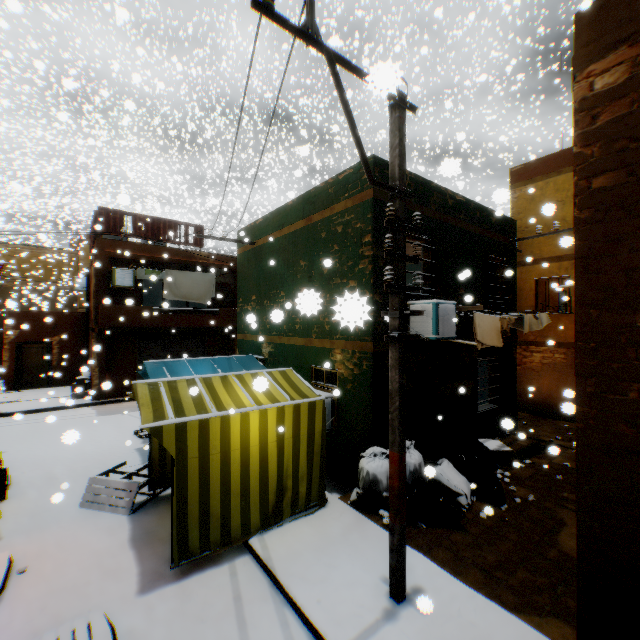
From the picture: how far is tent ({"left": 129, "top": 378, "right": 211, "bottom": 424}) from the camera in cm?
494

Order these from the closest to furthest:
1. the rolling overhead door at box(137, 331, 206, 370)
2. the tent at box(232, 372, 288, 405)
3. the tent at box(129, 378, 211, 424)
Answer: the tent at box(232, 372, 288, 405)
the tent at box(129, 378, 211, 424)
the rolling overhead door at box(137, 331, 206, 370)

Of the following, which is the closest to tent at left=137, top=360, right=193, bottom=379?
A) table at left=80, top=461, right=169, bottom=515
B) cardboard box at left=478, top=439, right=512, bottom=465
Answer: table at left=80, top=461, right=169, bottom=515

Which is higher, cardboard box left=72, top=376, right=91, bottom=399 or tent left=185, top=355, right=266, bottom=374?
tent left=185, top=355, right=266, bottom=374

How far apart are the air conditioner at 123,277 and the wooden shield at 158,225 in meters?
0.6 m

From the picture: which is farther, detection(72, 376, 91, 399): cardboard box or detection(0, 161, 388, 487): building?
detection(72, 376, 91, 399): cardboard box

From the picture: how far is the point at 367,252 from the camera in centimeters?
673cm

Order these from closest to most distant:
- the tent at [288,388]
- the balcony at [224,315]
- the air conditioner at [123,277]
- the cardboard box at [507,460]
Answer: the tent at [288,388] < the cardboard box at [507,460] < the balcony at [224,315] < the air conditioner at [123,277]
